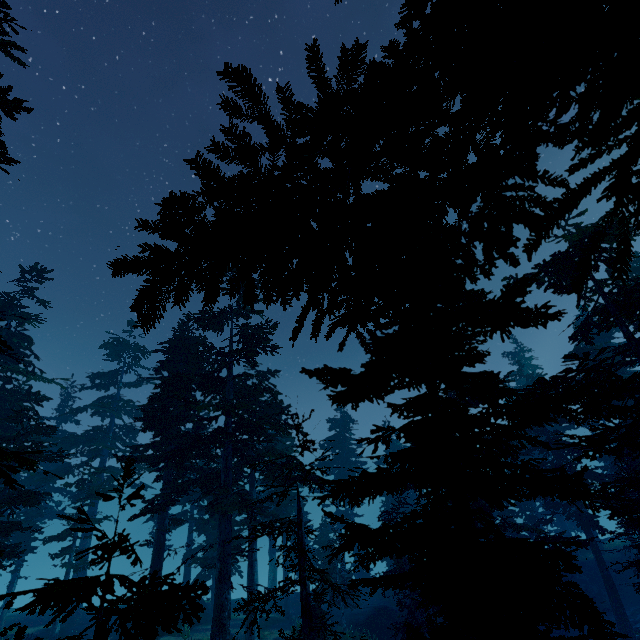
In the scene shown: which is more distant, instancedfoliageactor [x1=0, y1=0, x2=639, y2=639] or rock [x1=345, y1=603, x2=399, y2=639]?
rock [x1=345, y1=603, x2=399, y2=639]

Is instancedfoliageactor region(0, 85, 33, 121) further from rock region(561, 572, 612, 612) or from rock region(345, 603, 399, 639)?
rock region(345, 603, 399, 639)

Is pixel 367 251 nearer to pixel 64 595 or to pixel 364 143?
pixel 364 143

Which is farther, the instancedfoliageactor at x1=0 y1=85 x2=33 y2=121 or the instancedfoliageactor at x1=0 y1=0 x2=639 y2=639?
the instancedfoliageactor at x1=0 y1=85 x2=33 y2=121

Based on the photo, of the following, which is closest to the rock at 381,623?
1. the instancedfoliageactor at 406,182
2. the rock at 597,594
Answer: the instancedfoliageactor at 406,182

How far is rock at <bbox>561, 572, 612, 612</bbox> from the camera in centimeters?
2637cm

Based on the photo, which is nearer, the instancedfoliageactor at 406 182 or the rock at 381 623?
the instancedfoliageactor at 406 182

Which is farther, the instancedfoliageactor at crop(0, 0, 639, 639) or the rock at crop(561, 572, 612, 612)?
the rock at crop(561, 572, 612, 612)
